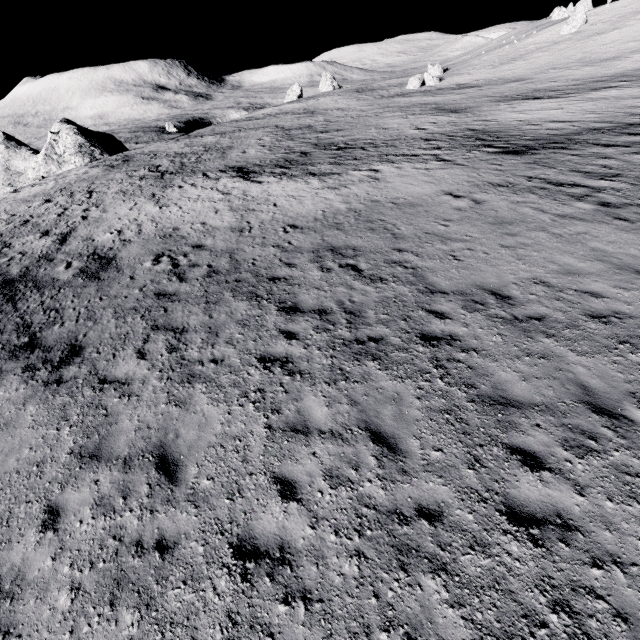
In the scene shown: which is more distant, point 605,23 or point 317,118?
point 605,23

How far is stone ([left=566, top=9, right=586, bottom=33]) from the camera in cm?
5844

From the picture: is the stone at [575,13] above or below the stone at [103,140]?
above

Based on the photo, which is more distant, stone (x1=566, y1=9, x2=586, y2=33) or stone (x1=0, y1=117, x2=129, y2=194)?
stone (x1=566, y1=9, x2=586, y2=33)

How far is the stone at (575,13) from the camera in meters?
58.4 m

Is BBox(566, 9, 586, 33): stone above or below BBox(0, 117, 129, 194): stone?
above
